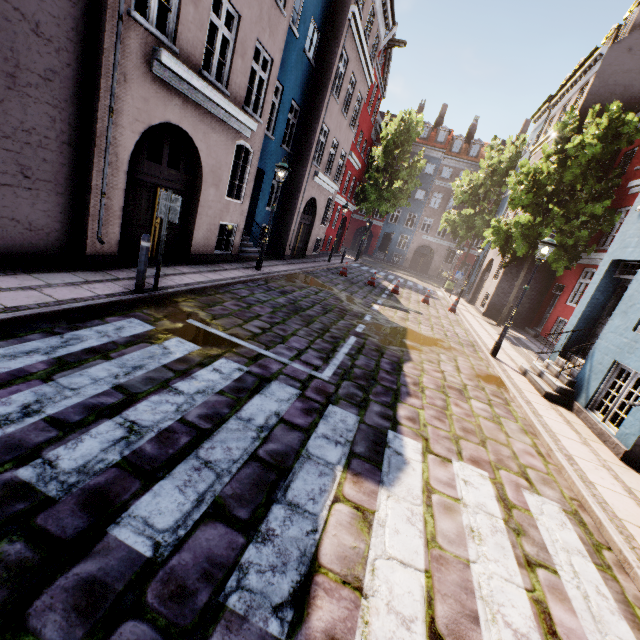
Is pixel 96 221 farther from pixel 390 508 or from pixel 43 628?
pixel 390 508

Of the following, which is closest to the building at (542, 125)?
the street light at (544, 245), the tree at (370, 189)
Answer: the street light at (544, 245)

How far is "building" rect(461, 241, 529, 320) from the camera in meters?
17.7 m

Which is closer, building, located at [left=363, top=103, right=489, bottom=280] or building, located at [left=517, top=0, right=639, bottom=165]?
building, located at [left=517, top=0, right=639, bottom=165]

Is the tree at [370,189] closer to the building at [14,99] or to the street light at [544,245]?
the building at [14,99]

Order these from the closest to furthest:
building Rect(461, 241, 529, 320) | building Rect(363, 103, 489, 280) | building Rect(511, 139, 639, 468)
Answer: building Rect(511, 139, 639, 468), building Rect(461, 241, 529, 320), building Rect(363, 103, 489, 280)

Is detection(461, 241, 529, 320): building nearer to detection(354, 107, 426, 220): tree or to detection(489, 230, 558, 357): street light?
detection(489, 230, 558, 357): street light
